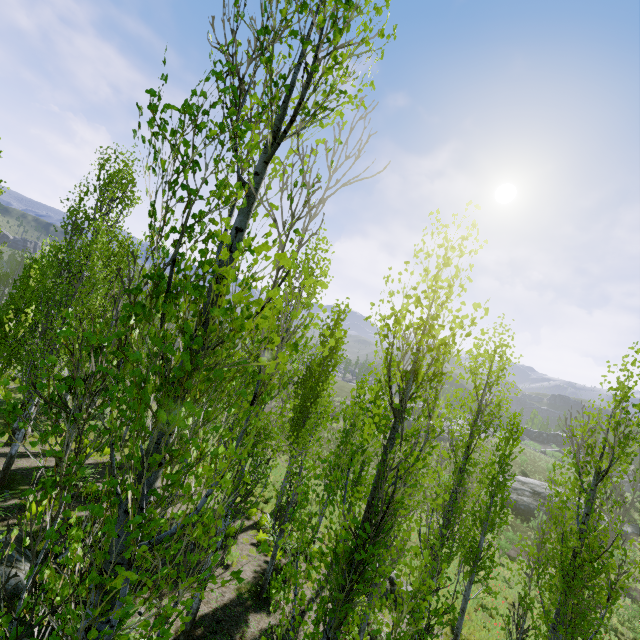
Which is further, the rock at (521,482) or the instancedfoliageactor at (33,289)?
the rock at (521,482)

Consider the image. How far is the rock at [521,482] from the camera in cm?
3384

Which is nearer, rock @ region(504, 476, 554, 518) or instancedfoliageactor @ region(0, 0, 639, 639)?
instancedfoliageactor @ region(0, 0, 639, 639)

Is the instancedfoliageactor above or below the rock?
above

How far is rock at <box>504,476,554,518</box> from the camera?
33.84m

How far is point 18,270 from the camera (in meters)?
54.38
